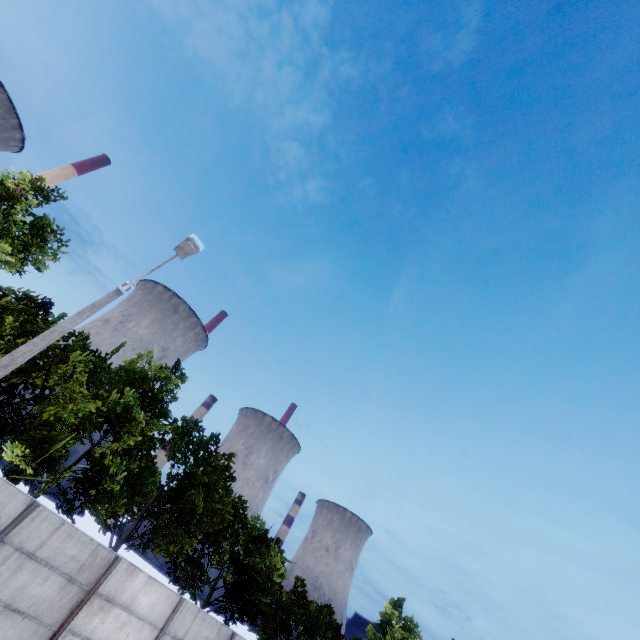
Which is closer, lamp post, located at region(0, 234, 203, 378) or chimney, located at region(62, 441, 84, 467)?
lamp post, located at region(0, 234, 203, 378)

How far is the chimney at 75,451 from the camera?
56.47m

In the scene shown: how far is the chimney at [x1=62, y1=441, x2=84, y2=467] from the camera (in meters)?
56.47

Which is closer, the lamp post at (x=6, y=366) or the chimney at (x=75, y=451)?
the lamp post at (x=6, y=366)

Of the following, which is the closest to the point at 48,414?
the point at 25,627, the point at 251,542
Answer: the point at 25,627
